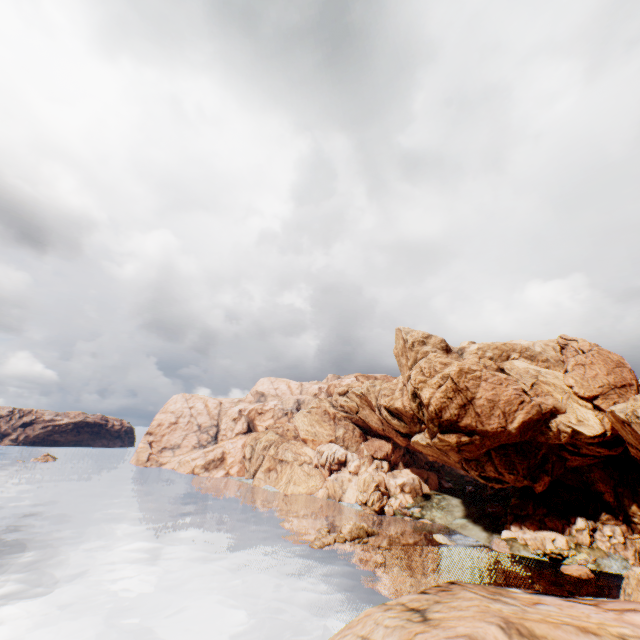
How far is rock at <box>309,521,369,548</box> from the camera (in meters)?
53.35

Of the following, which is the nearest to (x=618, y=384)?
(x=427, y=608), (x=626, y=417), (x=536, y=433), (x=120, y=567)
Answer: (x=626, y=417)

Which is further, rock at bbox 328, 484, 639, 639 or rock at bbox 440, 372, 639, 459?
rock at bbox 440, 372, 639, 459

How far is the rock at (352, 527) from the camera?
53.3 meters

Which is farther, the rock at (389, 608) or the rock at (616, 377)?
the rock at (616, 377)

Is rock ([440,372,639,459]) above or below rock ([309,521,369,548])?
above
